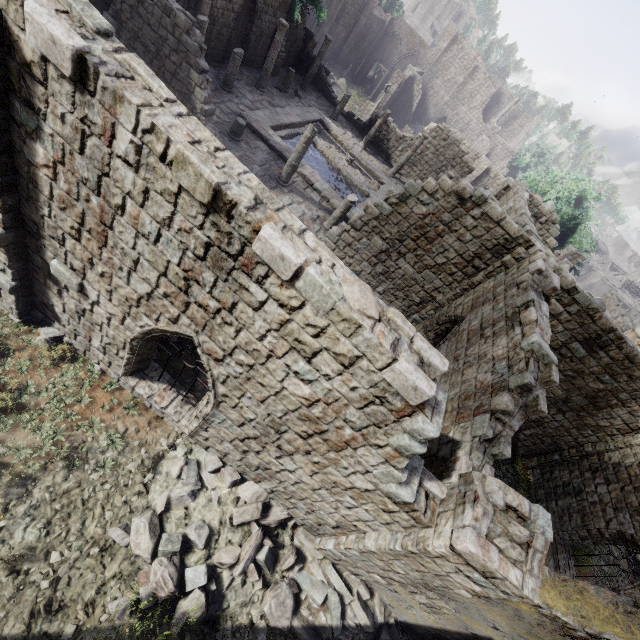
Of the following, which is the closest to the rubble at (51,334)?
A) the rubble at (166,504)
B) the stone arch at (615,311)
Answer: the rubble at (166,504)

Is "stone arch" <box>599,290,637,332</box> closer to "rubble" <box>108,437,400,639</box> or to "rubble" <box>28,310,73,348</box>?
"rubble" <box>108,437,400,639</box>

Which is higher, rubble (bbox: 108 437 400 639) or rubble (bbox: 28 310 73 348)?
rubble (bbox: 108 437 400 639)

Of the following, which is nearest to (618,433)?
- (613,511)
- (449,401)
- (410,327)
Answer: (613,511)

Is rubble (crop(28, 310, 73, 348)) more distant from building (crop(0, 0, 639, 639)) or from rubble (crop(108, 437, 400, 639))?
rubble (crop(108, 437, 400, 639))

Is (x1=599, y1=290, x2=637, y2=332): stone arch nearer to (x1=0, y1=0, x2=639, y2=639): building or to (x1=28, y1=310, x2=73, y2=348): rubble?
(x1=0, y1=0, x2=639, y2=639): building

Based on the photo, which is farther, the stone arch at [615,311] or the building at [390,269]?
the stone arch at [615,311]

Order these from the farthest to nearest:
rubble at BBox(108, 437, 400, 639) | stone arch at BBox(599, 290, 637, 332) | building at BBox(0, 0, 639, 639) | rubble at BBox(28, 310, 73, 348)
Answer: stone arch at BBox(599, 290, 637, 332), rubble at BBox(28, 310, 73, 348), rubble at BBox(108, 437, 400, 639), building at BBox(0, 0, 639, 639)
